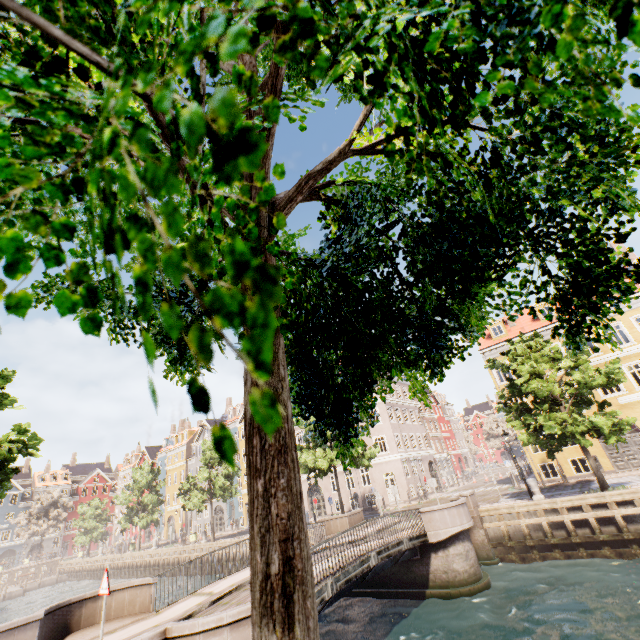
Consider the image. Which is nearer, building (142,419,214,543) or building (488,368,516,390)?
building (488,368,516,390)

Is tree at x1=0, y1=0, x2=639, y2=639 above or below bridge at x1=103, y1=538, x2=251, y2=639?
above

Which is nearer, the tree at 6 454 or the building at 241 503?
the tree at 6 454

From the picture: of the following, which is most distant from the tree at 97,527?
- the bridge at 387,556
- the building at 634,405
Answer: the building at 634,405

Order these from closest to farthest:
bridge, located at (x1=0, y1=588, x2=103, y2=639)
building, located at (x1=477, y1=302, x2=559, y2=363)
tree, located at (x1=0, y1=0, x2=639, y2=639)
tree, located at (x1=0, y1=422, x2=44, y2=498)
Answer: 1. tree, located at (x1=0, y1=0, x2=639, y2=639)
2. bridge, located at (x1=0, y1=588, x2=103, y2=639)
3. tree, located at (x1=0, y1=422, x2=44, y2=498)
4. building, located at (x1=477, y1=302, x2=559, y2=363)

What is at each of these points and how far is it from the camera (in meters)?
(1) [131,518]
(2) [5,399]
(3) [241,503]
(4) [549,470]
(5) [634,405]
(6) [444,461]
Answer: (1) tree, 41.88
(2) tree, 12.84
(3) building, 42.91
(4) building, 24.09
(5) building, 22.12
(6) building, 42.56

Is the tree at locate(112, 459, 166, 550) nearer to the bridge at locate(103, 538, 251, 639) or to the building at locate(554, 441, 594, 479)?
the bridge at locate(103, 538, 251, 639)
